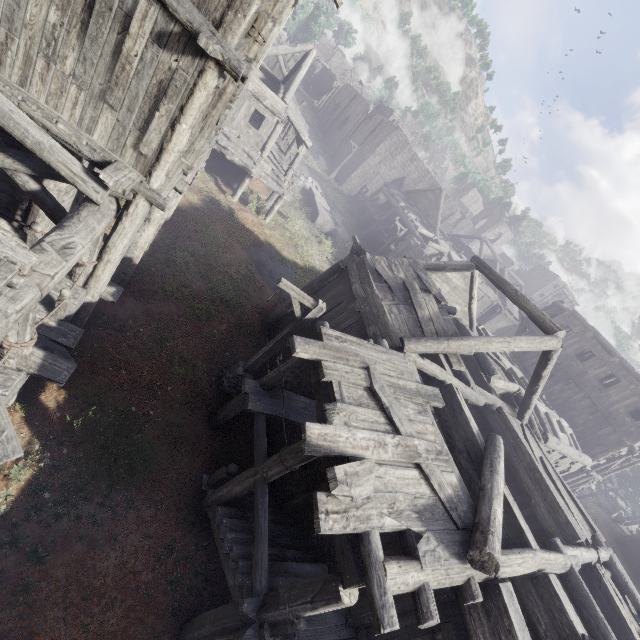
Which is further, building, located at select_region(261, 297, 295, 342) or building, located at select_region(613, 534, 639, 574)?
building, located at select_region(613, 534, 639, 574)

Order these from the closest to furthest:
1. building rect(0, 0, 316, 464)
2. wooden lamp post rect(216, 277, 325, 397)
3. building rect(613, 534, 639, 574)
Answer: building rect(0, 0, 316, 464) < wooden lamp post rect(216, 277, 325, 397) < building rect(613, 534, 639, 574)

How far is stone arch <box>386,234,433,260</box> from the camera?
24.91m

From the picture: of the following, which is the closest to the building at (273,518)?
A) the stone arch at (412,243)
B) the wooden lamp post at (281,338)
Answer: the stone arch at (412,243)

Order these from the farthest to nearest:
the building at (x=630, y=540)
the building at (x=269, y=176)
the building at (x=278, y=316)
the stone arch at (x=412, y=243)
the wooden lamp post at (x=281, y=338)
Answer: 1. the building at (x=630, y=540)
2. the stone arch at (x=412, y=243)
3. the building at (x=278, y=316)
4. the wooden lamp post at (x=281, y=338)
5. the building at (x=269, y=176)

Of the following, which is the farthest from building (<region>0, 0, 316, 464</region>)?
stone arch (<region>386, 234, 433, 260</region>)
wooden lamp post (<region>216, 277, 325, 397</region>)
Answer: wooden lamp post (<region>216, 277, 325, 397</region>)

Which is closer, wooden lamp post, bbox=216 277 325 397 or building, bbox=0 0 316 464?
building, bbox=0 0 316 464

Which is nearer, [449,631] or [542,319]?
[449,631]
